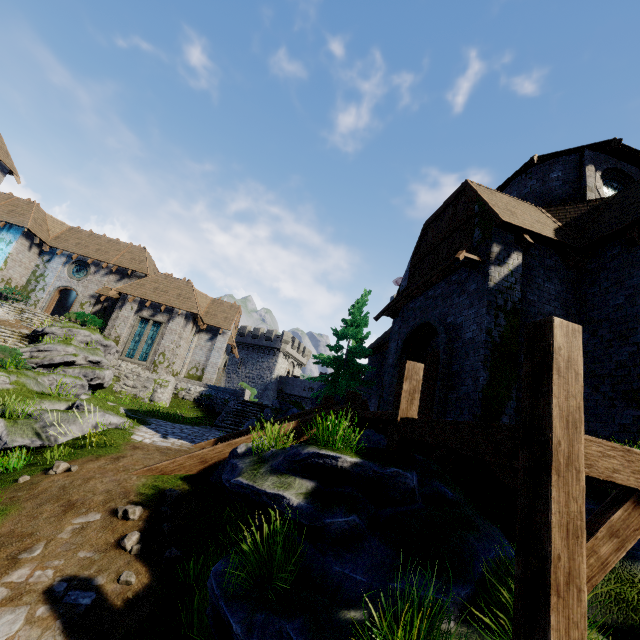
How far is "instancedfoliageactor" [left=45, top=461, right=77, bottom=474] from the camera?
6.9 meters

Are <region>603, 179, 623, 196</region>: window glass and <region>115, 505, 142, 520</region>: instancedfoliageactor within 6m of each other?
no

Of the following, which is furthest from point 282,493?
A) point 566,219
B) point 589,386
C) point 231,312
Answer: point 231,312

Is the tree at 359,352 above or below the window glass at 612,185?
below

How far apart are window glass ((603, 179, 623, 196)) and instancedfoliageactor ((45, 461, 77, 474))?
18.8 meters

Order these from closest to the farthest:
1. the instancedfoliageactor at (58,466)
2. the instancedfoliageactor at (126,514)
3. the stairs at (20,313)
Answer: the instancedfoliageactor at (126,514), the instancedfoliageactor at (58,466), the stairs at (20,313)

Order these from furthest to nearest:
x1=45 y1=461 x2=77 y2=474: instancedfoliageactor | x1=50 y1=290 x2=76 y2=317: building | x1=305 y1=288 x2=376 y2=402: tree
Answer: x1=50 y1=290 x2=76 y2=317: building → x1=305 y1=288 x2=376 y2=402: tree → x1=45 y1=461 x2=77 y2=474: instancedfoliageactor

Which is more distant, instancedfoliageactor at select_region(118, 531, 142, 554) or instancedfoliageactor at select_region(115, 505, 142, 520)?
instancedfoliageactor at select_region(115, 505, 142, 520)
